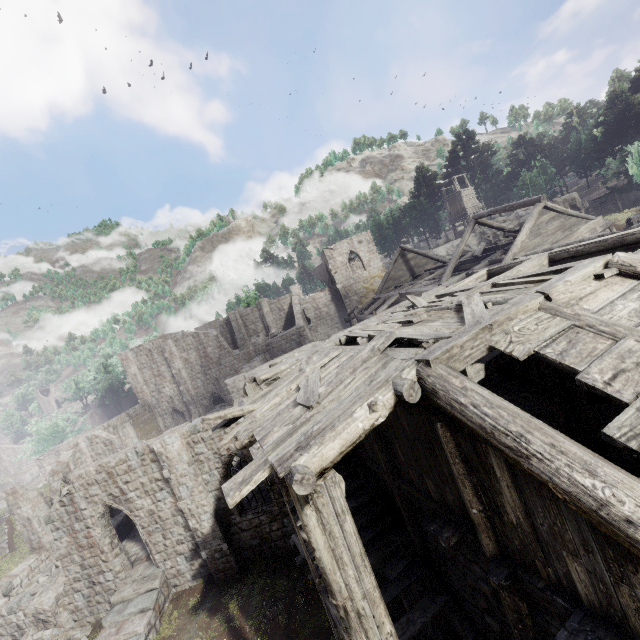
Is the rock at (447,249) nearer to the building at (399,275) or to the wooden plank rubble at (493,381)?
the building at (399,275)

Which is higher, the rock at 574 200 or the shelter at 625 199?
the rock at 574 200

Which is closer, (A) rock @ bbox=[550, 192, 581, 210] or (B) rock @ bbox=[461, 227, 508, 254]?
(A) rock @ bbox=[550, 192, 581, 210]

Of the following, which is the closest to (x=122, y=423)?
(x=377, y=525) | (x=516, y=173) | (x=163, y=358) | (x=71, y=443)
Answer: (x=71, y=443)

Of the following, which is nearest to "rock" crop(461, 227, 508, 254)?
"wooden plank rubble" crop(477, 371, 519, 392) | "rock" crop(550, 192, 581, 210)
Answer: "rock" crop(550, 192, 581, 210)

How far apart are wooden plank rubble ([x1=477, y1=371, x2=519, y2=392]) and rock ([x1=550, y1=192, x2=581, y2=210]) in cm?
4207

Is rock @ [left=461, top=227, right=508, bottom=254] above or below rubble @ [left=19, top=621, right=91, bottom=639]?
above
